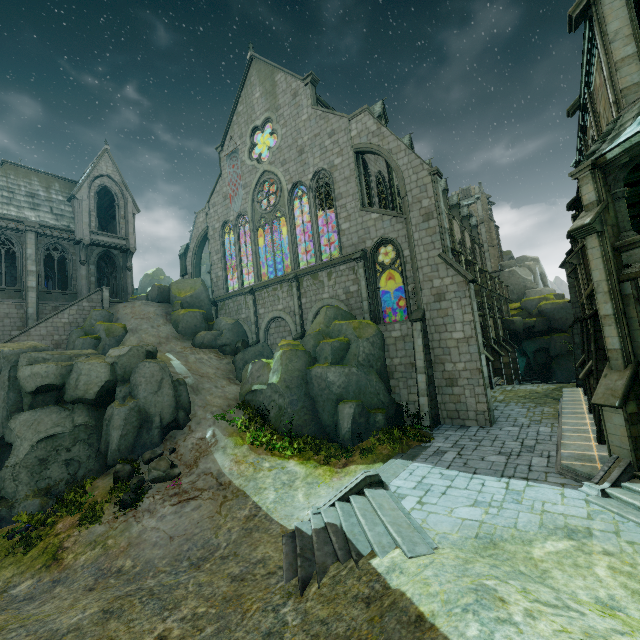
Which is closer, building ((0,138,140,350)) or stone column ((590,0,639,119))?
stone column ((590,0,639,119))

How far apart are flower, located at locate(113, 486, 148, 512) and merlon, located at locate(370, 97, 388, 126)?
27.3 meters

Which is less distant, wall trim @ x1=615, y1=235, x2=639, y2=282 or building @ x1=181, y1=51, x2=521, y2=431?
wall trim @ x1=615, y1=235, x2=639, y2=282

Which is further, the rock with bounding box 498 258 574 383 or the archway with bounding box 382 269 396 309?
the rock with bounding box 498 258 574 383

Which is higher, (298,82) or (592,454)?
(298,82)

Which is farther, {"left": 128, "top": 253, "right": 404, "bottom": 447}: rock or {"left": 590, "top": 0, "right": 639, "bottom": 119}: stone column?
{"left": 128, "top": 253, "right": 404, "bottom": 447}: rock

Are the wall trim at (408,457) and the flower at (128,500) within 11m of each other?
yes

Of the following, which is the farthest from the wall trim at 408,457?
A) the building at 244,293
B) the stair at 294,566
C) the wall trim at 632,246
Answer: the wall trim at 632,246
